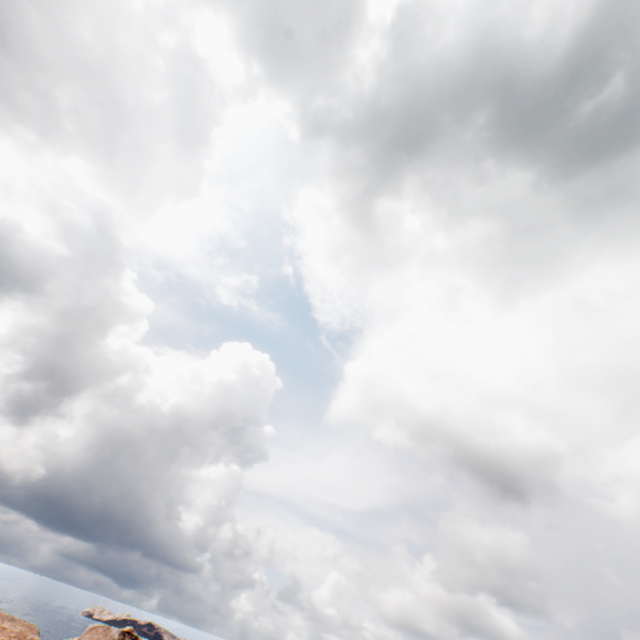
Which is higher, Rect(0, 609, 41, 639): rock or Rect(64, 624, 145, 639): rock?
Rect(64, 624, 145, 639): rock

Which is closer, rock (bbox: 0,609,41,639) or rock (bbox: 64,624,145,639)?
rock (bbox: 64,624,145,639)

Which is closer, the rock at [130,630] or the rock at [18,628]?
the rock at [130,630]

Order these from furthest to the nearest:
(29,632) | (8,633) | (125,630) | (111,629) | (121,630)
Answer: (29,632) → (125,630) → (8,633) → (121,630) → (111,629)

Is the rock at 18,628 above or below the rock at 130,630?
below
